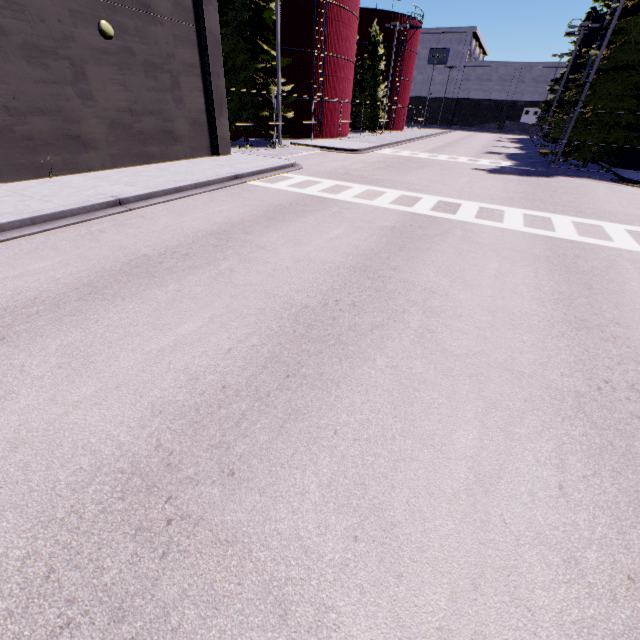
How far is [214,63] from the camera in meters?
14.6 m

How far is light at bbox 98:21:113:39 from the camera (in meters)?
10.55

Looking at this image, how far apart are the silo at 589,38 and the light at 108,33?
47.9m

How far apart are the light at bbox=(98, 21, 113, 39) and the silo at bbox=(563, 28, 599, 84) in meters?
47.9 m

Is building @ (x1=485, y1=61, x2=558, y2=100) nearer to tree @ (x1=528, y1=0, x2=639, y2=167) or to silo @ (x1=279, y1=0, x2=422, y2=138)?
tree @ (x1=528, y1=0, x2=639, y2=167)

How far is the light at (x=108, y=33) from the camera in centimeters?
1055cm

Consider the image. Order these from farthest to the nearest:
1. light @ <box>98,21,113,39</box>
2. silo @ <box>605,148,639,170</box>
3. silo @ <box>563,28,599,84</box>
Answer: silo @ <box>563,28,599,84</box> → silo @ <box>605,148,639,170</box> → light @ <box>98,21,113,39</box>
